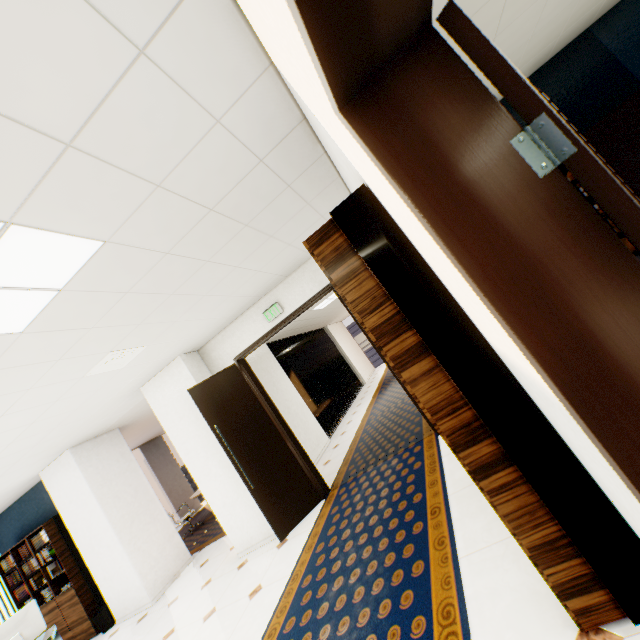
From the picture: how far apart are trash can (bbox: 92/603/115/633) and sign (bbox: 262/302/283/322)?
6.0m

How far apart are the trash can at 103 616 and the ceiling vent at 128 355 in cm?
507

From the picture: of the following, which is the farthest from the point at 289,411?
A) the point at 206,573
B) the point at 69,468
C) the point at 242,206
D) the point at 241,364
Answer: the point at 242,206

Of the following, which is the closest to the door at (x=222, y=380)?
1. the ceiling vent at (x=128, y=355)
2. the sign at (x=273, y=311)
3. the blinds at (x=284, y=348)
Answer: the sign at (x=273, y=311)

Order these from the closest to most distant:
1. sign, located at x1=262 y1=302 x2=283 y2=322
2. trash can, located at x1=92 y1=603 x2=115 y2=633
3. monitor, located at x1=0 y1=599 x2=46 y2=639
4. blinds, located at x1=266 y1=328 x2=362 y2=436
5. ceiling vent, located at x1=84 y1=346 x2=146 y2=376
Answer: ceiling vent, located at x1=84 y1=346 x2=146 y2=376 → monitor, located at x1=0 y1=599 x2=46 y2=639 → sign, located at x1=262 y1=302 x2=283 y2=322 → trash can, located at x1=92 y1=603 x2=115 y2=633 → blinds, located at x1=266 y1=328 x2=362 y2=436

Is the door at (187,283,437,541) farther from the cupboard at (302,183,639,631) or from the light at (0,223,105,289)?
the light at (0,223,105,289)

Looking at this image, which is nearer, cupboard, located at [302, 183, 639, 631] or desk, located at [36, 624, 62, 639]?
cupboard, located at [302, 183, 639, 631]

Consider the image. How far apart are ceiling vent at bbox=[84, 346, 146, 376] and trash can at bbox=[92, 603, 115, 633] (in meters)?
5.07
